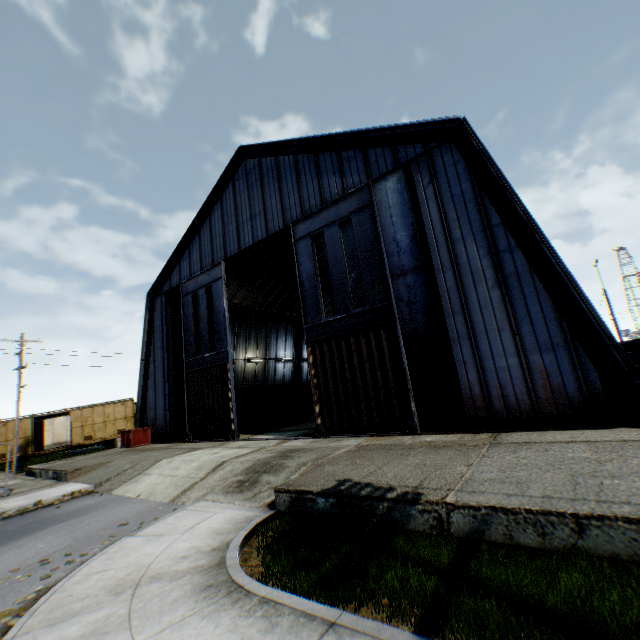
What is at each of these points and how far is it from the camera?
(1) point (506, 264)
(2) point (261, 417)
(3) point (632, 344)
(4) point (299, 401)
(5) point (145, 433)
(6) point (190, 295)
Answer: (1) building, 10.6 meters
(2) trash dumpster, 23.7 meters
(3) storage container, 21.2 meters
(4) storage container, 29.1 meters
(5) trash dumpster, 21.8 meters
(6) hanging door, 21.3 meters

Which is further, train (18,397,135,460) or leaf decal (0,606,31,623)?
train (18,397,135,460)

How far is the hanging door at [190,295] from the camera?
12.0m

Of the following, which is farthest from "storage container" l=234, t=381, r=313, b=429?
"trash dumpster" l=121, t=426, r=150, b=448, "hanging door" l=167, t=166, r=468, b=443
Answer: "trash dumpster" l=121, t=426, r=150, b=448

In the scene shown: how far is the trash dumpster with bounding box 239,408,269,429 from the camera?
22.9m

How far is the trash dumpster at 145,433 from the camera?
21.23m

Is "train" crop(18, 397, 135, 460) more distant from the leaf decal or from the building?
the leaf decal

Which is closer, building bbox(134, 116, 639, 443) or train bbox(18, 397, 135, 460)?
building bbox(134, 116, 639, 443)
